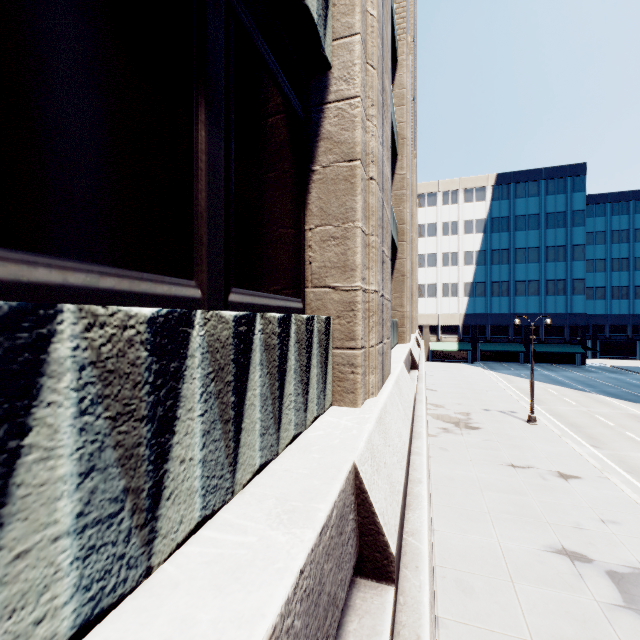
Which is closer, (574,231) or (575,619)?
(575,619)
